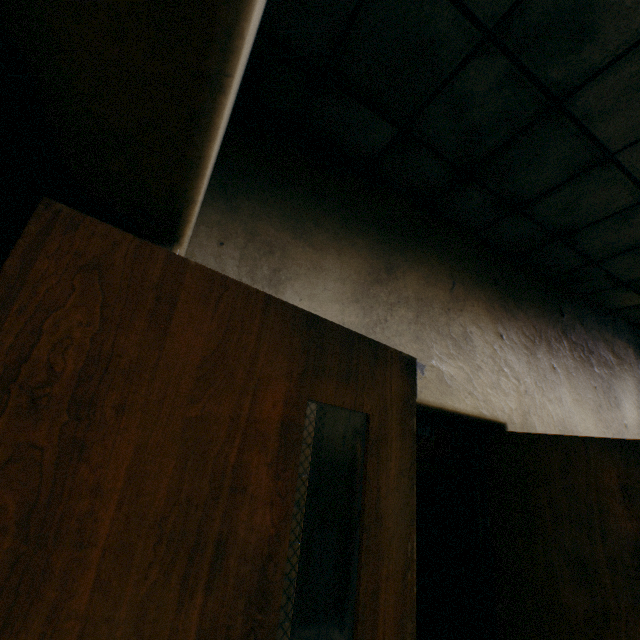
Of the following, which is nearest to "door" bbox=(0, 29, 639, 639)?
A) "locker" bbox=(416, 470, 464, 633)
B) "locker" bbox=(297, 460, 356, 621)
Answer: "locker" bbox=(297, 460, 356, 621)

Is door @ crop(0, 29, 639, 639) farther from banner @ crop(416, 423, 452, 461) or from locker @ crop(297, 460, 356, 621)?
banner @ crop(416, 423, 452, 461)

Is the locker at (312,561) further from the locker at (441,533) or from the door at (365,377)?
the door at (365,377)

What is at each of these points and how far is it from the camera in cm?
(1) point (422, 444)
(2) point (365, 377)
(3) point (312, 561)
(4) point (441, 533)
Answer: (1) banner, 678
(2) door, 90
(3) locker, 389
(4) locker, 546

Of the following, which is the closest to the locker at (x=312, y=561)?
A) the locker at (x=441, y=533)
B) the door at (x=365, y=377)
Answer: the locker at (x=441, y=533)

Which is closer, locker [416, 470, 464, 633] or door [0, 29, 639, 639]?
door [0, 29, 639, 639]

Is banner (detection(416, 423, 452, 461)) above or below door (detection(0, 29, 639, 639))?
above

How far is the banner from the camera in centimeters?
628cm
